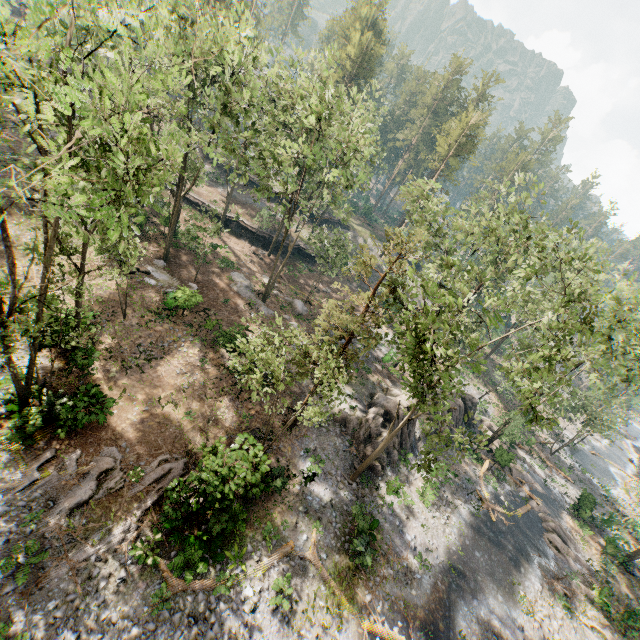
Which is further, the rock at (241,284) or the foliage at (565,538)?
the rock at (241,284)

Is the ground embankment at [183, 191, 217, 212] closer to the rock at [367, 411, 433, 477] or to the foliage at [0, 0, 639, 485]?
the foliage at [0, 0, 639, 485]

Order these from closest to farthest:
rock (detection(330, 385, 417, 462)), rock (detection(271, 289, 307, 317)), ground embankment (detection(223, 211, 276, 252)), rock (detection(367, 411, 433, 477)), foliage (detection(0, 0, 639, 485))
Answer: foliage (detection(0, 0, 639, 485)), rock (detection(367, 411, 433, 477)), rock (detection(330, 385, 417, 462)), rock (detection(271, 289, 307, 317)), ground embankment (detection(223, 211, 276, 252))

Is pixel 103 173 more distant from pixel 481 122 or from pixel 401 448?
pixel 481 122

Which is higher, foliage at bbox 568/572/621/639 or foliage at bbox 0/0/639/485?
foliage at bbox 0/0/639/485

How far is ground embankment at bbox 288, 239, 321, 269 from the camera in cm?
4459

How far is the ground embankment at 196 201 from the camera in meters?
40.3

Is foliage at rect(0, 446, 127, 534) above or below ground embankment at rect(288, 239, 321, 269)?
below
